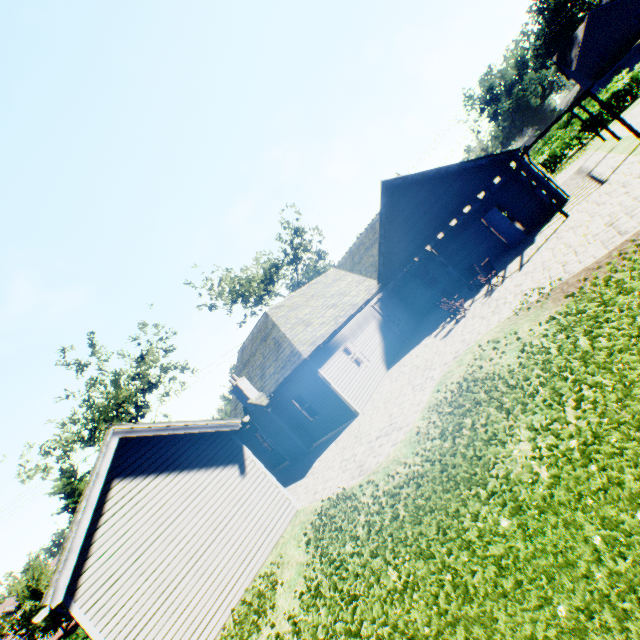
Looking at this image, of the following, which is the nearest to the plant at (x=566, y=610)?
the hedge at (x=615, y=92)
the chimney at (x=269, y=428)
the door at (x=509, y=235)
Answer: the hedge at (x=615, y=92)

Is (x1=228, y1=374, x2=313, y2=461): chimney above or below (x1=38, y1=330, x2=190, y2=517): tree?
below

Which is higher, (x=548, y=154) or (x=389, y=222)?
(x=389, y=222)

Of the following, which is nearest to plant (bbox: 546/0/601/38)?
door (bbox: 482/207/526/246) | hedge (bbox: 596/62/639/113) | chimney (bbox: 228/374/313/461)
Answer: hedge (bbox: 596/62/639/113)

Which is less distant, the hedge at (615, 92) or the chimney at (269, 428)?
the chimney at (269, 428)

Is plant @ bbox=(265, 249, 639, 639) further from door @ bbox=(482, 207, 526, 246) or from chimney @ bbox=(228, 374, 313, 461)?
door @ bbox=(482, 207, 526, 246)

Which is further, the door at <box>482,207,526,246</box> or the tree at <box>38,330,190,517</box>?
the tree at <box>38,330,190,517</box>

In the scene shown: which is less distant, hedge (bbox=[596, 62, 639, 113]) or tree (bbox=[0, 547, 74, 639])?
tree (bbox=[0, 547, 74, 639])
